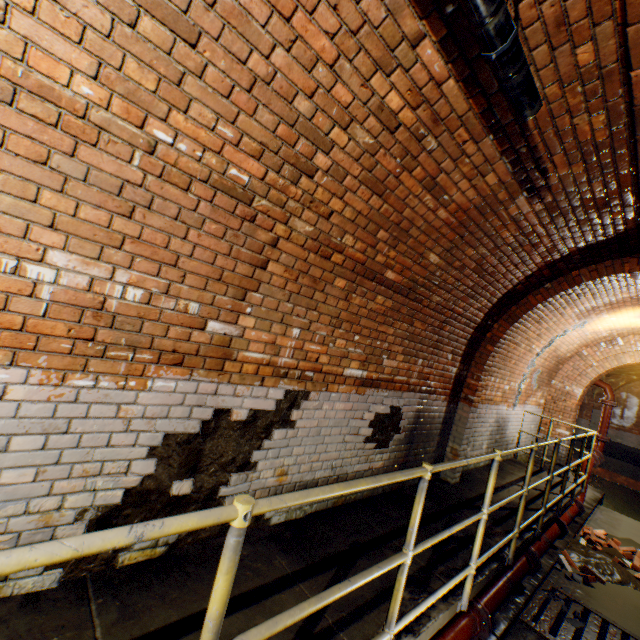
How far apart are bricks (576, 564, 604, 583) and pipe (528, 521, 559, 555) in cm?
54

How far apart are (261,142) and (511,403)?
7.7m

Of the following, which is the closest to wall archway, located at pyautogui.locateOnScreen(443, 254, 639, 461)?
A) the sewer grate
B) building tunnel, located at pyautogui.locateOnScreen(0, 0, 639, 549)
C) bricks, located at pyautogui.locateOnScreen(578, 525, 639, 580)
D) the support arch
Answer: building tunnel, located at pyautogui.locateOnScreen(0, 0, 639, 549)

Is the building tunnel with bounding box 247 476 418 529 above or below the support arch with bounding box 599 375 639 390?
below

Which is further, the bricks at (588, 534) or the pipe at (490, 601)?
the bricks at (588, 534)

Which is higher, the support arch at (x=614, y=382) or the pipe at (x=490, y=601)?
the support arch at (x=614, y=382)

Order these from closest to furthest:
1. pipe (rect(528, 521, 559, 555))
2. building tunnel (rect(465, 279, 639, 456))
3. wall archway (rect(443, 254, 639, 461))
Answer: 1. wall archway (rect(443, 254, 639, 461))
2. pipe (rect(528, 521, 559, 555))
3. building tunnel (rect(465, 279, 639, 456))

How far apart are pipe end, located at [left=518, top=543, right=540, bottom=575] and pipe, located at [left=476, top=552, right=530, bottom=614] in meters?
0.1 m
